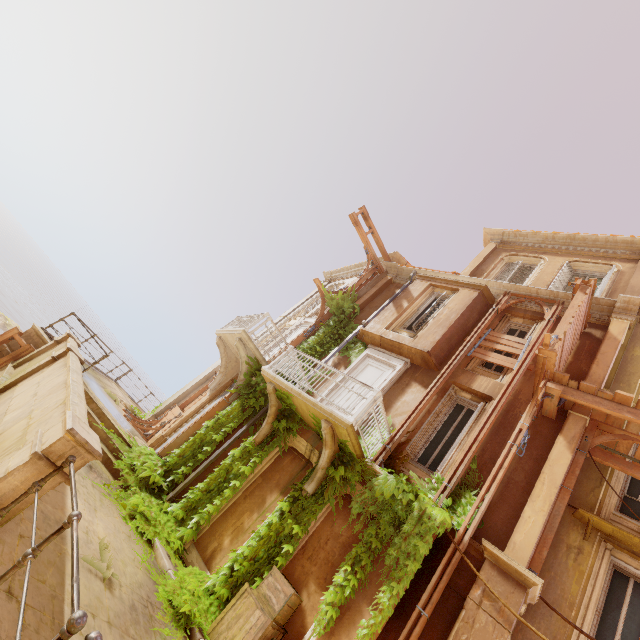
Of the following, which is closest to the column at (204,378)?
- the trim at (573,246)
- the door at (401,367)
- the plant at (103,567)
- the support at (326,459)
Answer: the door at (401,367)

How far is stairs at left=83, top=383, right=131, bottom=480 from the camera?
8.2m

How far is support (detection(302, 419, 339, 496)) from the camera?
7.6m

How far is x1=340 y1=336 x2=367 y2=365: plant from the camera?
11.64m

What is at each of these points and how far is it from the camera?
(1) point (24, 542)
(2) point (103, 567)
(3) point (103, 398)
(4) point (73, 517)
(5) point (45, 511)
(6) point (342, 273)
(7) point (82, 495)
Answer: (1) building, 3.78m
(2) plant, 4.68m
(3) building, 11.15m
(4) fence, 2.70m
(5) building, 4.59m
(6) trim, 19.14m
(7) building, 5.95m

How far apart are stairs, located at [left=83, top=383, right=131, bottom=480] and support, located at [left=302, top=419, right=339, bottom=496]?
4.5 meters

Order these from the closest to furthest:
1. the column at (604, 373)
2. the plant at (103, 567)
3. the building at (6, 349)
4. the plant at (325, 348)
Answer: the plant at (103, 567) → the column at (604, 373) → the building at (6, 349) → the plant at (325, 348)

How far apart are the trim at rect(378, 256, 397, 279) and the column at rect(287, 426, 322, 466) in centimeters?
833cm
